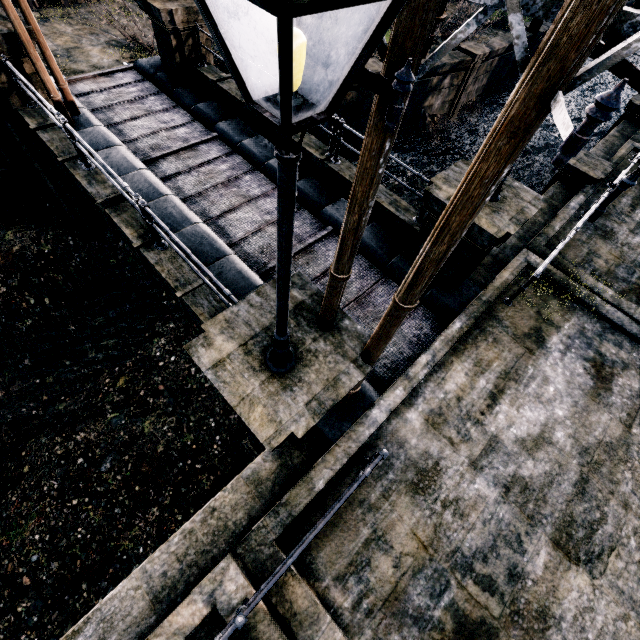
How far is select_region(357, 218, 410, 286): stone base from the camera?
9.14m

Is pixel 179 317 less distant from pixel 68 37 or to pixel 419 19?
pixel 419 19

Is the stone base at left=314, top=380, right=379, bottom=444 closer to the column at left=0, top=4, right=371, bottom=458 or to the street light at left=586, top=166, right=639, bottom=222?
the column at left=0, top=4, right=371, bottom=458

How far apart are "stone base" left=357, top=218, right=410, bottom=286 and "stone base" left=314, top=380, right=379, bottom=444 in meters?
2.9

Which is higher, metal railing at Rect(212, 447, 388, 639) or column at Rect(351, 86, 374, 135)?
metal railing at Rect(212, 447, 388, 639)

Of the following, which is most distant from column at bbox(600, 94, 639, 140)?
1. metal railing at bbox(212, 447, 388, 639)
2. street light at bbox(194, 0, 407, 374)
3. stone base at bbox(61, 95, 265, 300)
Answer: street light at bbox(194, 0, 407, 374)

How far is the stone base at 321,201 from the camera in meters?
9.9 m

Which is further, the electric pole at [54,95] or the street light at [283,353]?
the electric pole at [54,95]
